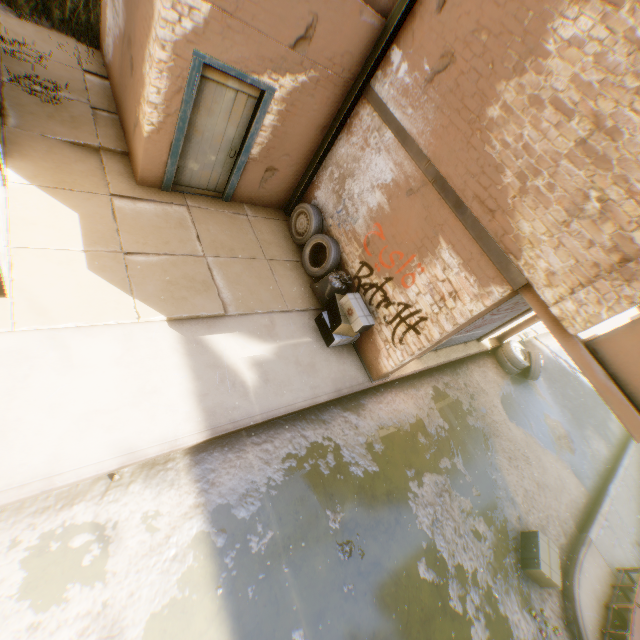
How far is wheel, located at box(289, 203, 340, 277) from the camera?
6.9m

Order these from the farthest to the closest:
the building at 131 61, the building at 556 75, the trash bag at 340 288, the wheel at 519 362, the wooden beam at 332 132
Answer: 1. the wheel at 519 362
2. the trash bag at 340 288
3. the wooden beam at 332 132
4. the building at 131 61
5. the building at 556 75

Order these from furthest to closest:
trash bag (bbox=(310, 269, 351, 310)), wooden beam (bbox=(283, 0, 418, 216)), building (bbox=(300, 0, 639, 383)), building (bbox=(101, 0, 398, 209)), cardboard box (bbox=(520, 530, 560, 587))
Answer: trash bag (bbox=(310, 269, 351, 310)), cardboard box (bbox=(520, 530, 560, 587)), wooden beam (bbox=(283, 0, 418, 216)), building (bbox=(101, 0, 398, 209)), building (bbox=(300, 0, 639, 383))

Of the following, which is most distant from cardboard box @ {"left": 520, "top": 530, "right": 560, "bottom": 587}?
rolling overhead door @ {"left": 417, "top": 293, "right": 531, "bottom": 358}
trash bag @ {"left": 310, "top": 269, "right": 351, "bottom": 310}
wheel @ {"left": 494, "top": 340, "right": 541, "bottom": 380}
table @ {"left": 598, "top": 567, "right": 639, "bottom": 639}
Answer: trash bag @ {"left": 310, "top": 269, "right": 351, "bottom": 310}

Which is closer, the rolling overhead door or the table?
the table

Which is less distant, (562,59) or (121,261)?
(562,59)

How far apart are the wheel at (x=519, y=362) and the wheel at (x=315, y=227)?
6.6 meters

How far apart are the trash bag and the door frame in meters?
2.5
